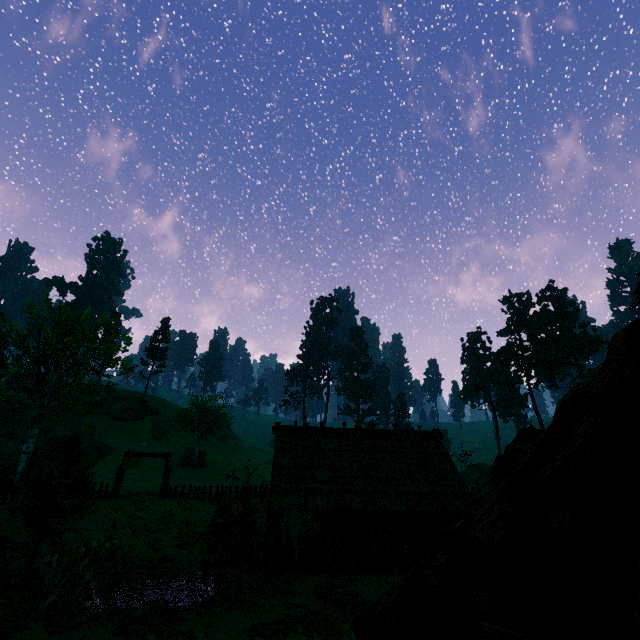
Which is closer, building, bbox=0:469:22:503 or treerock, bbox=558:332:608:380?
building, bbox=0:469:22:503

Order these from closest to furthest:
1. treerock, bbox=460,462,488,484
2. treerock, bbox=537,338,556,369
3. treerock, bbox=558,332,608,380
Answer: treerock, bbox=460,462,488,484 < treerock, bbox=558,332,608,380 < treerock, bbox=537,338,556,369

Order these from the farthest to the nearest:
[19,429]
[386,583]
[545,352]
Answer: [545,352]
[19,429]
[386,583]

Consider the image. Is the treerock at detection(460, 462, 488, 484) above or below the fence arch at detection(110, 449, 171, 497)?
below

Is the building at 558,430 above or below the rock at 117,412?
below

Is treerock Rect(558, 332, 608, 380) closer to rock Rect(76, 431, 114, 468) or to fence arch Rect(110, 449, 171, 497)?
rock Rect(76, 431, 114, 468)

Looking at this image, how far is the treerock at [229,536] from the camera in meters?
13.0

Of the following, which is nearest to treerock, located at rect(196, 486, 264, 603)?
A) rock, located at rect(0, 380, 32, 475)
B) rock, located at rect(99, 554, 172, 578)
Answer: rock, located at rect(0, 380, 32, 475)
